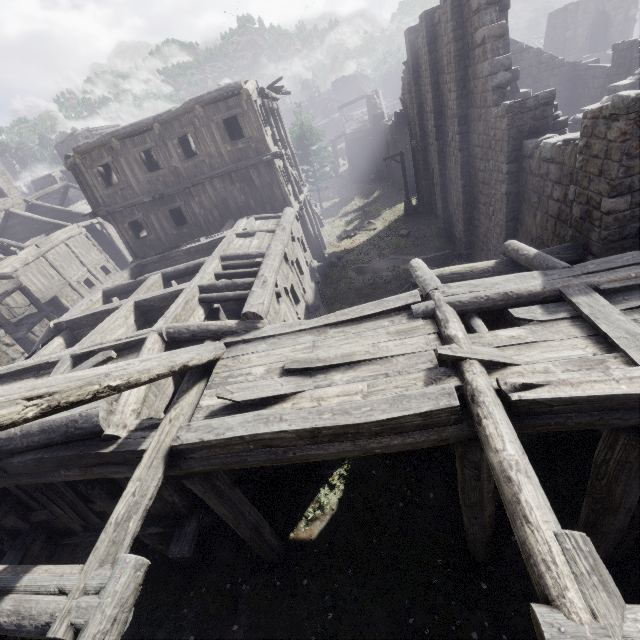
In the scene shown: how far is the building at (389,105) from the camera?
36.2m

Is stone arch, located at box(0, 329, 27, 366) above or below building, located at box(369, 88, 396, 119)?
below

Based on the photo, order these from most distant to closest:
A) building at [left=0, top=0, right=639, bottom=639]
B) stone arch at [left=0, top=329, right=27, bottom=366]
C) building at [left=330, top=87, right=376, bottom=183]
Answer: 1. building at [left=330, top=87, right=376, bottom=183]
2. stone arch at [left=0, top=329, right=27, bottom=366]
3. building at [left=0, top=0, right=639, bottom=639]

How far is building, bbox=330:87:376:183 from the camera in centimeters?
3703cm

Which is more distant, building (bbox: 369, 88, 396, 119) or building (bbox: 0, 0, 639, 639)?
building (bbox: 369, 88, 396, 119)

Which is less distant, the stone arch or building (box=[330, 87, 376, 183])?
the stone arch

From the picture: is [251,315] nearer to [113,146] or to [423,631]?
[423,631]
